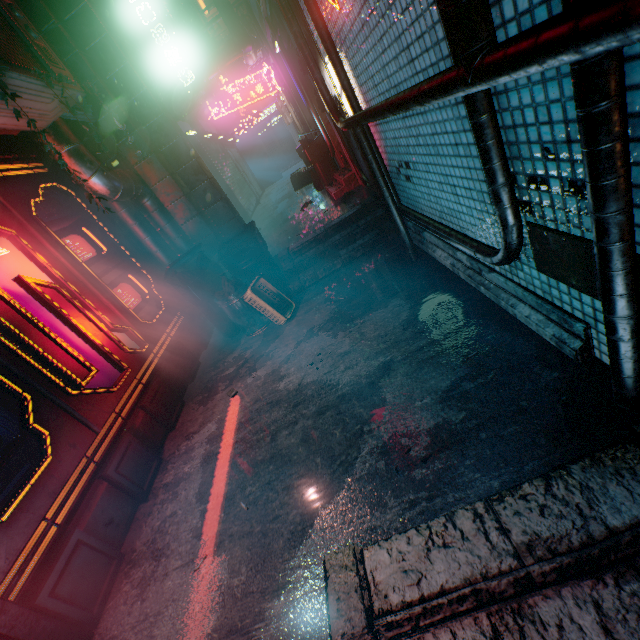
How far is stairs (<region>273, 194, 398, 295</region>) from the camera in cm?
409

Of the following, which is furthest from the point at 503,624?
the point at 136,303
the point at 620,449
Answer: the point at 136,303

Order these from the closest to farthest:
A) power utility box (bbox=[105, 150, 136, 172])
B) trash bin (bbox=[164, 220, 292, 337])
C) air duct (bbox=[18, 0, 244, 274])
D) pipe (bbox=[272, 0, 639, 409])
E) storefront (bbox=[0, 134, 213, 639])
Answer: pipe (bbox=[272, 0, 639, 409])
storefront (bbox=[0, 134, 213, 639])
air duct (bbox=[18, 0, 244, 274])
trash bin (bbox=[164, 220, 292, 337])
power utility box (bbox=[105, 150, 136, 172])

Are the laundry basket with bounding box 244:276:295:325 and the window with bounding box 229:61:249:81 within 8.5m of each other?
no

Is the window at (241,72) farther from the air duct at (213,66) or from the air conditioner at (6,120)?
the air conditioner at (6,120)

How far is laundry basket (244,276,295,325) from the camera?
3.6m

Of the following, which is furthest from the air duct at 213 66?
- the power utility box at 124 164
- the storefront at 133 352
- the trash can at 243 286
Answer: the trash can at 243 286

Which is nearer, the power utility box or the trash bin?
the trash bin
